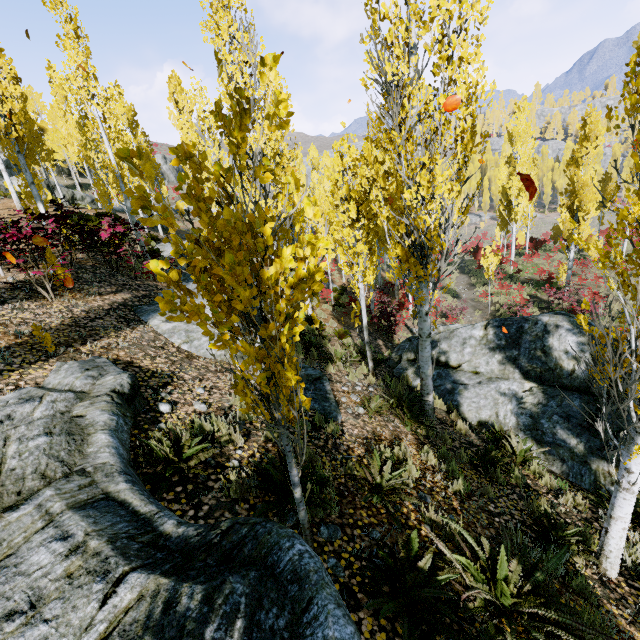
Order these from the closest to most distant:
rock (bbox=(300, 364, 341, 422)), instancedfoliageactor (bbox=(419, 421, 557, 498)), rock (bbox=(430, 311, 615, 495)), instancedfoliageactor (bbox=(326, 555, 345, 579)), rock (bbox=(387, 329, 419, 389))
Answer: instancedfoliageactor (bbox=(326, 555, 345, 579)), instancedfoliageactor (bbox=(419, 421, 557, 498)), rock (bbox=(300, 364, 341, 422)), rock (bbox=(430, 311, 615, 495)), rock (bbox=(387, 329, 419, 389))

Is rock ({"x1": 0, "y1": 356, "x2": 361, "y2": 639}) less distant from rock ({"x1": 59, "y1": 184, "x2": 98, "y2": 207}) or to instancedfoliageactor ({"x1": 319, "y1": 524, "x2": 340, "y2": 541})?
instancedfoliageactor ({"x1": 319, "y1": 524, "x2": 340, "y2": 541})

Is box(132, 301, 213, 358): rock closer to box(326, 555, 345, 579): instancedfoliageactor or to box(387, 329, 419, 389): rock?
box(326, 555, 345, 579): instancedfoliageactor

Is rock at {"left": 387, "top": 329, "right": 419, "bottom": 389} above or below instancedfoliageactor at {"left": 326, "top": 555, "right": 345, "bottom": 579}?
below

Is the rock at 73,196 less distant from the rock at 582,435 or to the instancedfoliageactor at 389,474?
the instancedfoliageactor at 389,474

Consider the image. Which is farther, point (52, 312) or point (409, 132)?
point (52, 312)

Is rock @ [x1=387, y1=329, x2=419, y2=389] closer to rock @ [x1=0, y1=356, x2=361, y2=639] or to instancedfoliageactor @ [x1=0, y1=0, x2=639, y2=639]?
instancedfoliageactor @ [x1=0, y1=0, x2=639, y2=639]

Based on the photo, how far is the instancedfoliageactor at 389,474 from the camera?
3.91m
